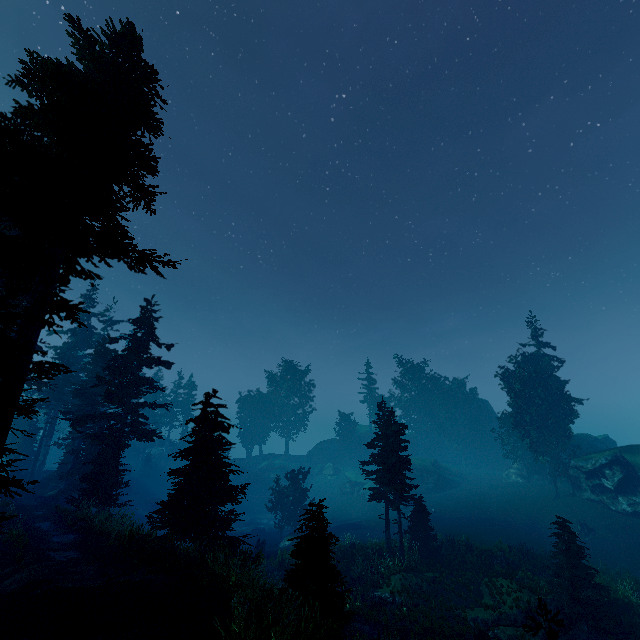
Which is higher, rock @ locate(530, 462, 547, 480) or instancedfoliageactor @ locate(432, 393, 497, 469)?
instancedfoliageactor @ locate(432, 393, 497, 469)

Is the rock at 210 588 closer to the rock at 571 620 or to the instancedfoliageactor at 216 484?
the instancedfoliageactor at 216 484

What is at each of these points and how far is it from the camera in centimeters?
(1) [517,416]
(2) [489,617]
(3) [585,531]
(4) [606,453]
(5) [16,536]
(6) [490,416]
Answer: (1) instancedfoliageactor, 3775cm
(2) rock, 1717cm
(3) tree trunk, 2802cm
(4) rock, 3212cm
(5) instancedfoliageactor, 1573cm
(6) rock, 5912cm

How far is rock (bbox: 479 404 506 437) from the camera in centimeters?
5731cm

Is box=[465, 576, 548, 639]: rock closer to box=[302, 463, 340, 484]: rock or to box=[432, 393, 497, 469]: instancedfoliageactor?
box=[432, 393, 497, 469]: instancedfoliageactor

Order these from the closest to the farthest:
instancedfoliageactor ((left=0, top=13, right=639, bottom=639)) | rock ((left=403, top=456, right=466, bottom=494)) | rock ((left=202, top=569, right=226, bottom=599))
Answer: instancedfoliageactor ((left=0, top=13, right=639, bottom=639))
rock ((left=202, top=569, right=226, bottom=599))
rock ((left=403, top=456, right=466, bottom=494))

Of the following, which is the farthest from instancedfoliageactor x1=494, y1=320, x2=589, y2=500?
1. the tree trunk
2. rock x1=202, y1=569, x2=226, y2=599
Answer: the tree trunk

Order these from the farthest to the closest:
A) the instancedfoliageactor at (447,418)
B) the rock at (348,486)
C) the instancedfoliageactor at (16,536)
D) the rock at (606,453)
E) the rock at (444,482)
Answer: the instancedfoliageactor at (447,418) < the rock at (348,486) < the rock at (444,482) < the rock at (606,453) < the instancedfoliageactor at (16,536)
